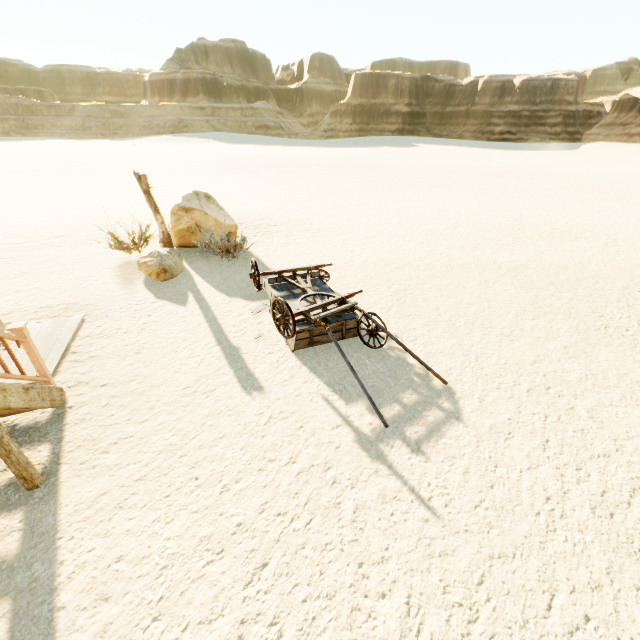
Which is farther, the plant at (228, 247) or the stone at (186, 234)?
the stone at (186, 234)

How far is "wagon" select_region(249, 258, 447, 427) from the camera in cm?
510

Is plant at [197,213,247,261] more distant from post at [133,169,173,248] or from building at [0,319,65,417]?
building at [0,319,65,417]

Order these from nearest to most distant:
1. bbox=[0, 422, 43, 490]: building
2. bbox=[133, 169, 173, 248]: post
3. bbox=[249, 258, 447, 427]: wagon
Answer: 1. bbox=[0, 422, 43, 490]: building
2. bbox=[249, 258, 447, 427]: wagon
3. bbox=[133, 169, 173, 248]: post

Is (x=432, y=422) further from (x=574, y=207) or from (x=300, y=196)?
(x=574, y=207)

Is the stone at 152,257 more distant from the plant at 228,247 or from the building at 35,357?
the building at 35,357

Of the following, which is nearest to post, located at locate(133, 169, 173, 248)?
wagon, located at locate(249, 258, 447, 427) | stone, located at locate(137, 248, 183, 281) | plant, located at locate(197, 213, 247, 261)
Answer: stone, located at locate(137, 248, 183, 281)

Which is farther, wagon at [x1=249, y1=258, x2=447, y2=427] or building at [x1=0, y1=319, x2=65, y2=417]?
wagon at [x1=249, y1=258, x2=447, y2=427]
